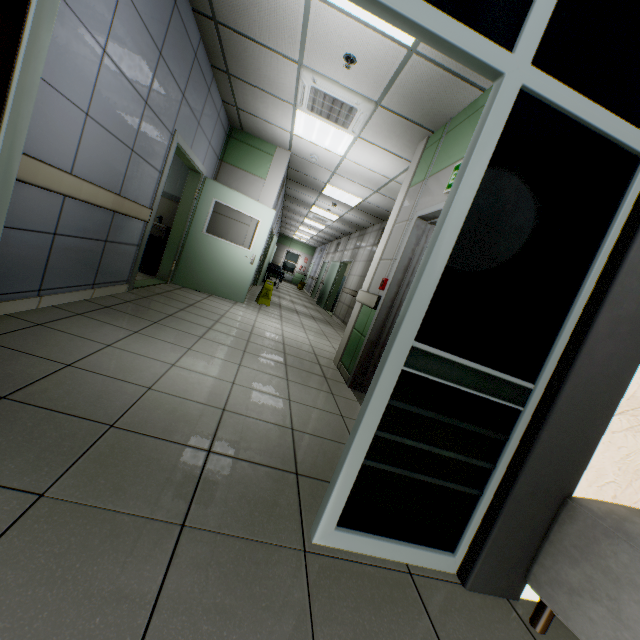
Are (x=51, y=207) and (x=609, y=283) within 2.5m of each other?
no

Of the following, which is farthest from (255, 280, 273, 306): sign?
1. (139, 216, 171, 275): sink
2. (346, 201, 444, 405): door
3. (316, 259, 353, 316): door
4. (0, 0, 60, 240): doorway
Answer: (0, 0, 60, 240): doorway

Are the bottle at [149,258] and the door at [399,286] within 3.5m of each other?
no

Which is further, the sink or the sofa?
the sink

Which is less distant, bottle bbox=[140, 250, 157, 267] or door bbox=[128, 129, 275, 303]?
door bbox=[128, 129, 275, 303]

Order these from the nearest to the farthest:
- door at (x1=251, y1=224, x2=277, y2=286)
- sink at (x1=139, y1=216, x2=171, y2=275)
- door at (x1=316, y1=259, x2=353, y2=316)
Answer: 1. sink at (x1=139, y1=216, x2=171, y2=275)
2. door at (x1=251, y1=224, x2=277, y2=286)
3. door at (x1=316, y1=259, x2=353, y2=316)

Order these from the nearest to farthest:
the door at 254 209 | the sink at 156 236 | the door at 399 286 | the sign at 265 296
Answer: the door at 399 286 → the door at 254 209 → the sink at 156 236 → the sign at 265 296

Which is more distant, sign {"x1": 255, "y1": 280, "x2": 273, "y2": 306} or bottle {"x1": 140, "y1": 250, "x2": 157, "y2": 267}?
sign {"x1": 255, "y1": 280, "x2": 273, "y2": 306}
